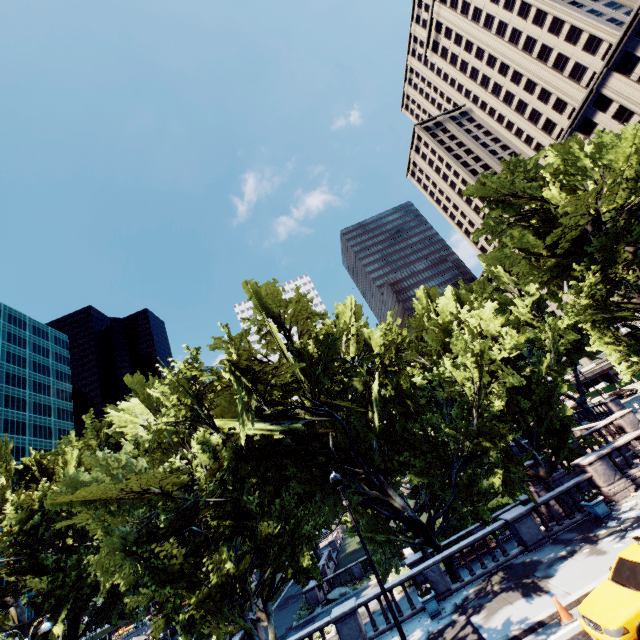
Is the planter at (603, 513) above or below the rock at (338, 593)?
above

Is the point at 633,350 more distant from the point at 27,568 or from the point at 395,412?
the point at 27,568

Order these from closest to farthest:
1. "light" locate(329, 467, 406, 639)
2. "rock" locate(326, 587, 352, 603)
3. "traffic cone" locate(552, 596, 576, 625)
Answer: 1. "traffic cone" locate(552, 596, 576, 625)
2. "light" locate(329, 467, 406, 639)
3. "rock" locate(326, 587, 352, 603)

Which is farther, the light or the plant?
the plant

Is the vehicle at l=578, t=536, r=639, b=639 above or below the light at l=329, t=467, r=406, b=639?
below

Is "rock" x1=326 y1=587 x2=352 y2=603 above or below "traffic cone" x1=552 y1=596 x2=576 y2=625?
below

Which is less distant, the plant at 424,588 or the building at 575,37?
the plant at 424,588

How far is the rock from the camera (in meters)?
30.69
